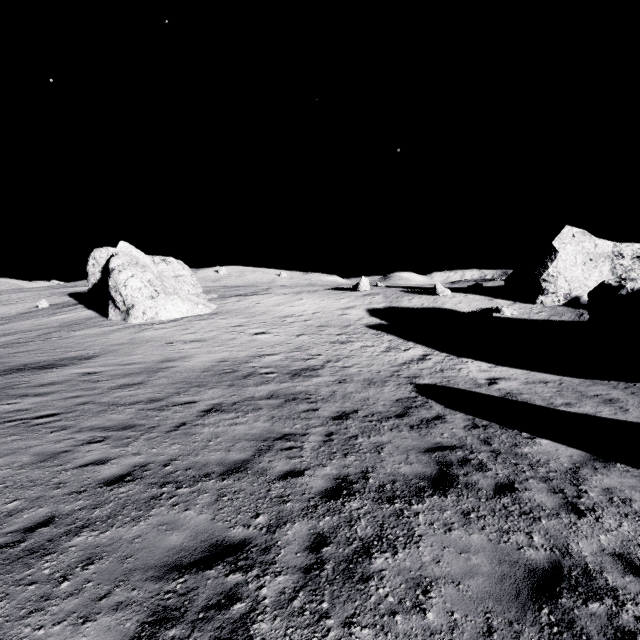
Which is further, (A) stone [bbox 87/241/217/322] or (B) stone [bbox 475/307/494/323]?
(B) stone [bbox 475/307/494/323]

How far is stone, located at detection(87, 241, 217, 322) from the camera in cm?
2795

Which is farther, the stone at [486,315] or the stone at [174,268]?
the stone at [486,315]

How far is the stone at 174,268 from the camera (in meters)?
27.95

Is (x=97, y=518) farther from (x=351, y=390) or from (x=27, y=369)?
(x=27, y=369)

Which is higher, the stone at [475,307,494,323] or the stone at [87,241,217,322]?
the stone at [87,241,217,322]

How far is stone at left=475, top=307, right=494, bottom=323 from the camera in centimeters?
2856cm
